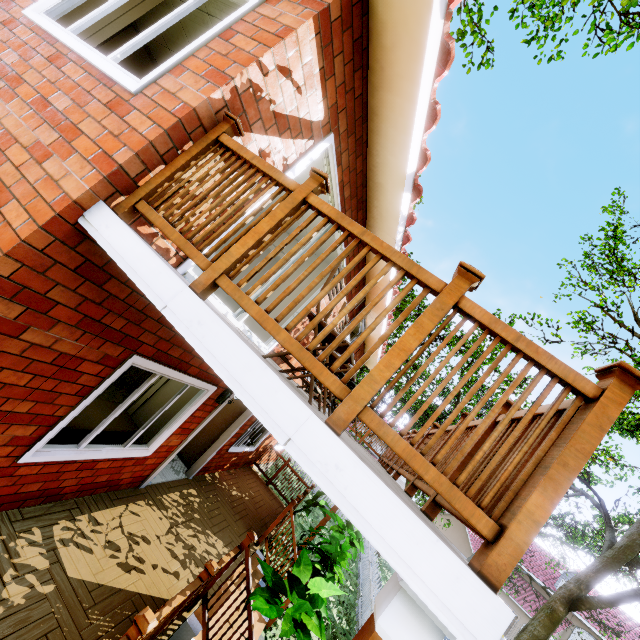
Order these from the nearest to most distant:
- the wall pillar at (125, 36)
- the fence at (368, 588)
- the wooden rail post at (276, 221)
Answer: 1. the wooden rail post at (276, 221)
2. the wall pillar at (125, 36)
3. the fence at (368, 588)

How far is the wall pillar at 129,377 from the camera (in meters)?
8.00

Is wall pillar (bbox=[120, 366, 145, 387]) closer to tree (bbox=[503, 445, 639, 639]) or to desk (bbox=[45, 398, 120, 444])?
desk (bbox=[45, 398, 120, 444])

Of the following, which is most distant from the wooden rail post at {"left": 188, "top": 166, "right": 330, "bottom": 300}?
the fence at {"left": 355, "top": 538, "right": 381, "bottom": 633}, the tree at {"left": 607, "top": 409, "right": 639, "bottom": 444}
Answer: the tree at {"left": 607, "top": 409, "right": 639, "bottom": 444}

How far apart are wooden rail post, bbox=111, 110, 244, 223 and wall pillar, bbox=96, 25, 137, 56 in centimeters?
656cm

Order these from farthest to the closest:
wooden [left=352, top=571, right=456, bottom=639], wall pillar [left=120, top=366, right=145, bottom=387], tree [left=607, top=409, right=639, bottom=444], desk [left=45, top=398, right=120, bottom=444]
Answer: tree [left=607, top=409, right=639, bottom=444] → wall pillar [left=120, top=366, right=145, bottom=387] → desk [left=45, top=398, right=120, bottom=444] → wooden [left=352, top=571, right=456, bottom=639]

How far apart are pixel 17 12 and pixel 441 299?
4.7 meters

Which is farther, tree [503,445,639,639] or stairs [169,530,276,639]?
tree [503,445,639,639]
